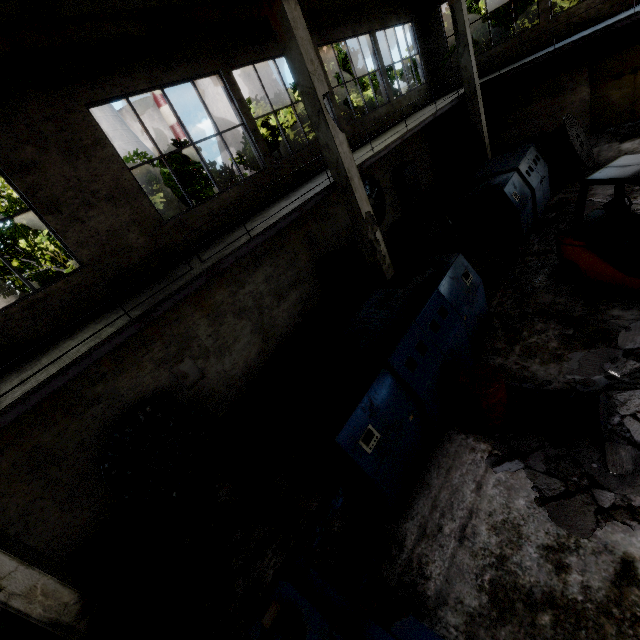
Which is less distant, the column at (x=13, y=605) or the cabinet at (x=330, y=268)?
the column at (x=13, y=605)

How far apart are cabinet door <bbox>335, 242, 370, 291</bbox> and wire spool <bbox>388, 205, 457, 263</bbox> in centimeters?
113cm

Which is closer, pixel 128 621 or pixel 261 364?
pixel 128 621

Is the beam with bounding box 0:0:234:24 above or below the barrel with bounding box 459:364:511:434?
above

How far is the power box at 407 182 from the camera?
14.30m

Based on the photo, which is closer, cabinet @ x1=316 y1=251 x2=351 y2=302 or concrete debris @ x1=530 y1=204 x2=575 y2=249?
concrete debris @ x1=530 y1=204 x2=575 y2=249

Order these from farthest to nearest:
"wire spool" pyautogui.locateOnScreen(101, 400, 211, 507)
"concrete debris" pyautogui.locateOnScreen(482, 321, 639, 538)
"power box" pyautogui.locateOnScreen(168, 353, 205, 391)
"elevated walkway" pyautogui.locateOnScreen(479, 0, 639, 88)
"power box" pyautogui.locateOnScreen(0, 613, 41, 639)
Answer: "elevated walkway" pyautogui.locateOnScreen(479, 0, 639, 88), "power box" pyautogui.locateOnScreen(168, 353, 205, 391), "wire spool" pyautogui.locateOnScreen(101, 400, 211, 507), "power box" pyautogui.locateOnScreen(0, 613, 41, 639), "concrete debris" pyautogui.locateOnScreen(482, 321, 639, 538)

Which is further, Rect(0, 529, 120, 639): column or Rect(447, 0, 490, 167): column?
Rect(447, 0, 490, 167): column
